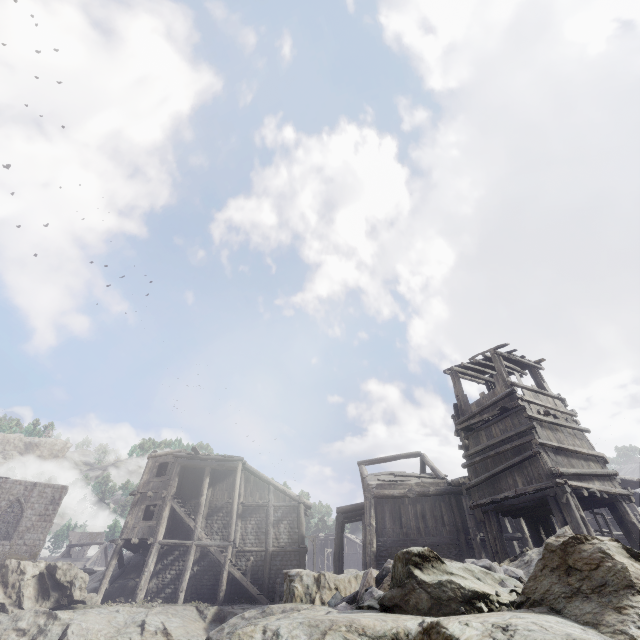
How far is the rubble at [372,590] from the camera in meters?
5.2

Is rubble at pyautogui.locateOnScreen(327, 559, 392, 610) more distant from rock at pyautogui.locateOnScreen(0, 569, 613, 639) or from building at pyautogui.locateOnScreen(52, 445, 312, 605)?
building at pyautogui.locateOnScreen(52, 445, 312, 605)

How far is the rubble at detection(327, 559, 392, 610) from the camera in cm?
523

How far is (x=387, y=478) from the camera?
20.7 meters

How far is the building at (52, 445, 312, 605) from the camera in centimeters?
2048cm

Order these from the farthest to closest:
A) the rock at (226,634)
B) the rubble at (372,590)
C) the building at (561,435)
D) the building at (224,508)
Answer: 1. the building at (224,508)
2. the building at (561,435)
3. the rubble at (372,590)
4. the rock at (226,634)

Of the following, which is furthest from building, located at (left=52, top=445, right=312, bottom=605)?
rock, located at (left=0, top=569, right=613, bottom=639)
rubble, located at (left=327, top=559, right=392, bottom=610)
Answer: rubble, located at (left=327, top=559, right=392, bottom=610)
